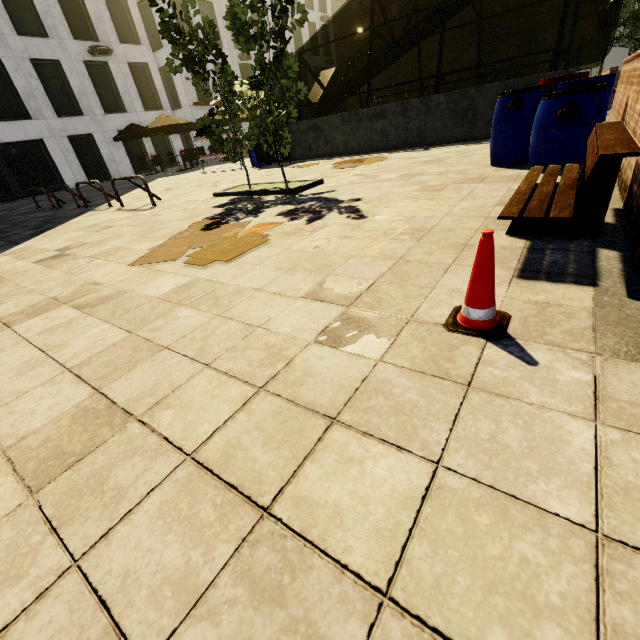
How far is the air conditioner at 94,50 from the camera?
20.5 meters

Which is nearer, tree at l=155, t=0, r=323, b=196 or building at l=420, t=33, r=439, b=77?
tree at l=155, t=0, r=323, b=196

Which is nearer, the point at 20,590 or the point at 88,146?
the point at 20,590

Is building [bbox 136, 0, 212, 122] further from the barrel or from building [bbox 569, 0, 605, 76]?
the barrel

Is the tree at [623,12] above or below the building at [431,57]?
below

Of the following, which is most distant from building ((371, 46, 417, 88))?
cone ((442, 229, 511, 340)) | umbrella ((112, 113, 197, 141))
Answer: umbrella ((112, 113, 197, 141))

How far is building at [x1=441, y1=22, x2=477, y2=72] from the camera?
37.56m

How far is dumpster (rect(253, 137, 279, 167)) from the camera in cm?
1192
